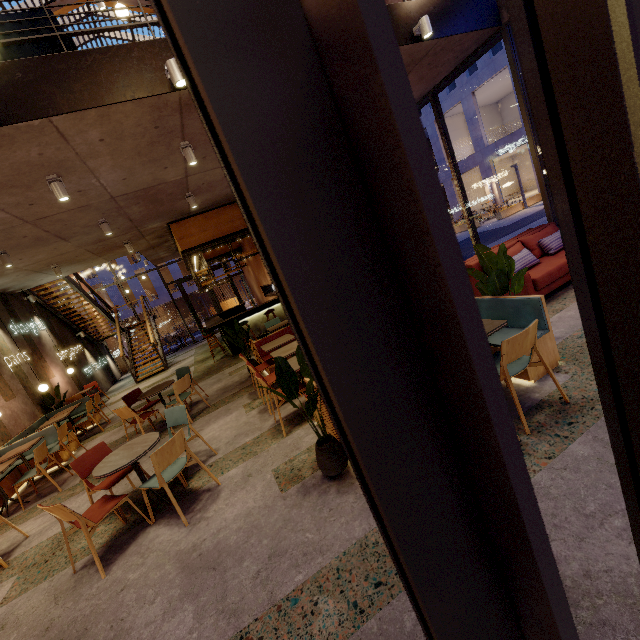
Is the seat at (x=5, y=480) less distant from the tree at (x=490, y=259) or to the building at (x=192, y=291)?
the tree at (x=490, y=259)

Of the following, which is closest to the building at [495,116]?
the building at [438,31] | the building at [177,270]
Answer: the building at [177,270]

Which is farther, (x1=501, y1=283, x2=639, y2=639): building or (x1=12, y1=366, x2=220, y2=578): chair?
(x1=12, y1=366, x2=220, y2=578): chair

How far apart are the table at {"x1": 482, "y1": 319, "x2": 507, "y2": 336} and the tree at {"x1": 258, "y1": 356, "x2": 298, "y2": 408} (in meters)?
0.54

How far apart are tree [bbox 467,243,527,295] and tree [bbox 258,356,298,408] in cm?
216

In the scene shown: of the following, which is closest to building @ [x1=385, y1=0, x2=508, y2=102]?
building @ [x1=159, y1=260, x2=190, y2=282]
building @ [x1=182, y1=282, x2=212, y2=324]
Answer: building @ [x1=159, y1=260, x2=190, y2=282]

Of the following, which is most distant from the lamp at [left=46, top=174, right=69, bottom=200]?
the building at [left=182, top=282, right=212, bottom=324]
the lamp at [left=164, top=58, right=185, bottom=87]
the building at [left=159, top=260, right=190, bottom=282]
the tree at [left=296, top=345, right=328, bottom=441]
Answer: the building at [left=182, top=282, right=212, bottom=324]

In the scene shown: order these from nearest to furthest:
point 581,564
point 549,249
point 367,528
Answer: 1. point 581,564
2. point 367,528
3. point 549,249
